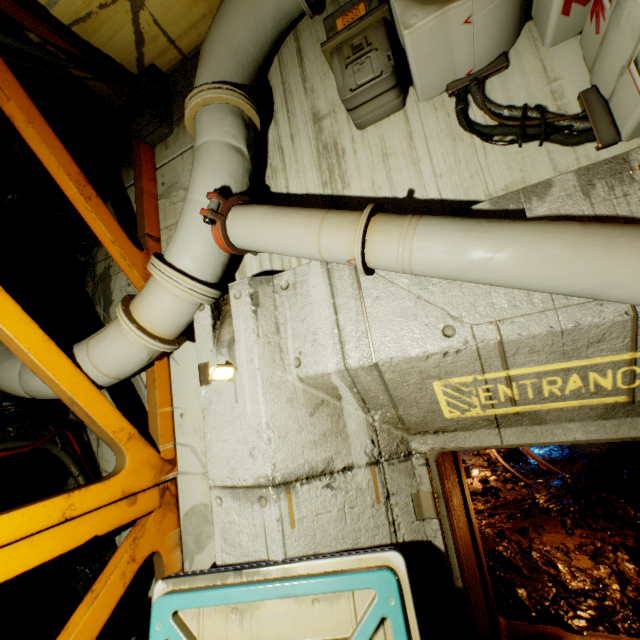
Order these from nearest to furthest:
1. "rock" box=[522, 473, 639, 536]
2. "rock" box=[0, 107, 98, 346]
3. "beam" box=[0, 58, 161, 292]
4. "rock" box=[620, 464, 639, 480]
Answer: "beam" box=[0, 58, 161, 292] → "rock" box=[0, 107, 98, 346] → "rock" box=[522, 473, 639, 536] → "rock" box=[620, 464, 639, 480]

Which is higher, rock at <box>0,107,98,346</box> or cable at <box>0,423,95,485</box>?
rock at <box>0,107,98,346</box>

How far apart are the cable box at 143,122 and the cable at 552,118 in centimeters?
313cm

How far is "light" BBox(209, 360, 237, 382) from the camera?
2.4m

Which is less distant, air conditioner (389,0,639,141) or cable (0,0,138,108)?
air conditioner (389,0,639,141)

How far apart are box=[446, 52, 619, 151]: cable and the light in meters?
2.5 m

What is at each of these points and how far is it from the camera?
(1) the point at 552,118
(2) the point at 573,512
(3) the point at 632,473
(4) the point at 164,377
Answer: (1) cable, 2.04m
(2) rock, 5.52m
(3) rock, 6.59m
(4) beam, 3.38m

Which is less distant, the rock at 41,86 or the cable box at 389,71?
the cable box at 389,71
